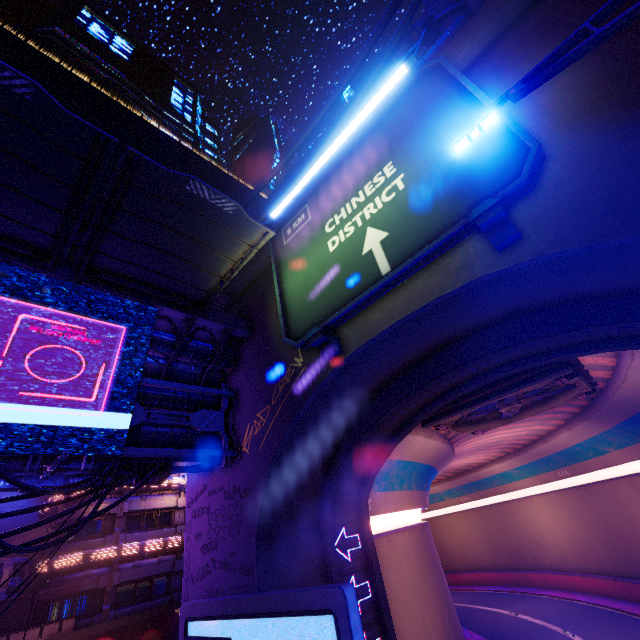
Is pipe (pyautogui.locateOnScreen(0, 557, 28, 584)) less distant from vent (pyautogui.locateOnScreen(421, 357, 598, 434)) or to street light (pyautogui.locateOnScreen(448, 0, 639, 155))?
vent (pyautogui.locateOnScreen(421, 357, 598, 434))

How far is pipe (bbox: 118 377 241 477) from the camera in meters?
9.7 m

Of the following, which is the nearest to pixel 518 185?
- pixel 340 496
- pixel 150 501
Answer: pixel 340 496

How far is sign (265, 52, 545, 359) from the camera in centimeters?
657cm

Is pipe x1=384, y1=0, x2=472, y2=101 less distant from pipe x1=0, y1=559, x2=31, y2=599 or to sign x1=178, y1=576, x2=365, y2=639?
sign x1=178, y1=576, x2=365, y2=639

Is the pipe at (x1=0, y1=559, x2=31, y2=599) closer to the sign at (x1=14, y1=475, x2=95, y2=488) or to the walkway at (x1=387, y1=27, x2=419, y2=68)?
the sign at (x1=14, y1=475, x2=95, y2=488)

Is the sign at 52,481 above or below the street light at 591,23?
below

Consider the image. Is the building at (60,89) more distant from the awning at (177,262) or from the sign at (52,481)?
the awning at (177,262)
